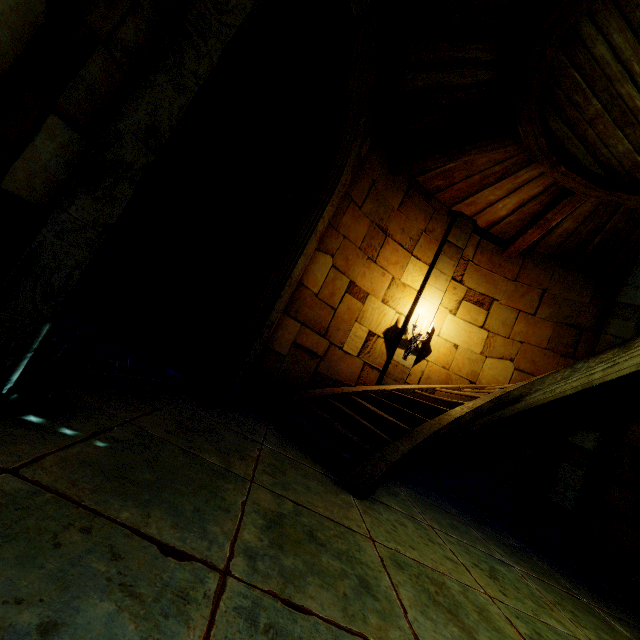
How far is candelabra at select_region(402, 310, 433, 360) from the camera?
6.6m

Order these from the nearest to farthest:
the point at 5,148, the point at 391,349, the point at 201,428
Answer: the point at 5,148, the point at 201,428, the point at 391,349

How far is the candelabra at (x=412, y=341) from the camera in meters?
6.6
